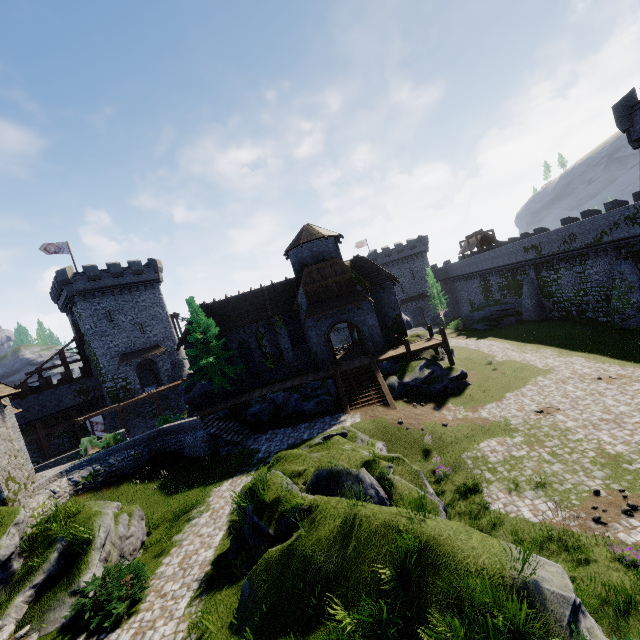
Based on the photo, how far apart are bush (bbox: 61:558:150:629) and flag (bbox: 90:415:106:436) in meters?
30.6

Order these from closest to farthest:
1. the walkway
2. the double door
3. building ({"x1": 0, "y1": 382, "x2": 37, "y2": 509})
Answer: building ({"x1": 0, "y1": 382, "x2": 37, "y2": 509}), the walkway, the double door

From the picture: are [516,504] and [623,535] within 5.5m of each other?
yes

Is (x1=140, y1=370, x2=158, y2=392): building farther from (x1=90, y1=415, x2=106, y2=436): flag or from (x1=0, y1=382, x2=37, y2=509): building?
(x1=0, y1=382, x2=37, y2=509): building

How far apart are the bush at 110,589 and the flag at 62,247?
39.9 meters

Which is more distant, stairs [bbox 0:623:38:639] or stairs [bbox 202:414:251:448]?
stairs [bbox 202:414:251:448]

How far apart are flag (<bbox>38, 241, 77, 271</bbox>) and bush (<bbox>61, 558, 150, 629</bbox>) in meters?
39.9

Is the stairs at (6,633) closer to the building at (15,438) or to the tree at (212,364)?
the building at (15,438)
